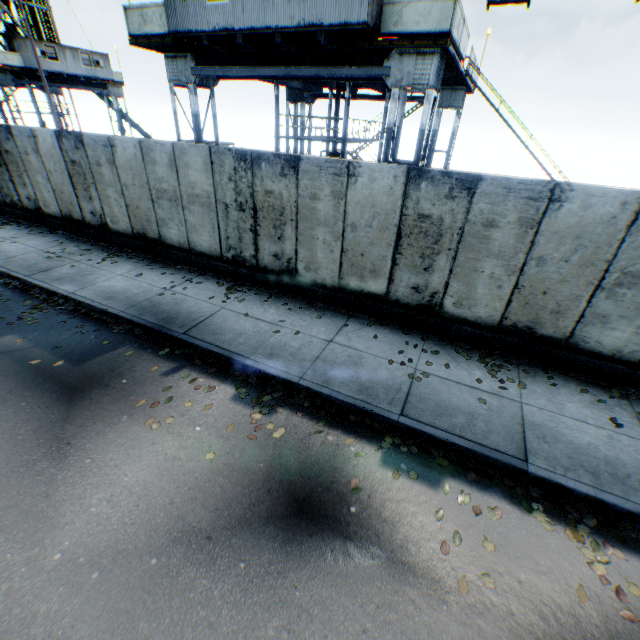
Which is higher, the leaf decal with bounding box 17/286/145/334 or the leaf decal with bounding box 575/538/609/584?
the leaf decal with bounding box 17/286/145/334

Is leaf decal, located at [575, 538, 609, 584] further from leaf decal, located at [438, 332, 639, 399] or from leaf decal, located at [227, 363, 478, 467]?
leaf decal, located at [438, 332, 639, 399]

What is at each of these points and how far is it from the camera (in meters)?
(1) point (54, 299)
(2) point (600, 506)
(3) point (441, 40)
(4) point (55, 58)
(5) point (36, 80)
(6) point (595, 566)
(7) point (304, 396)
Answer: (1) leaf decal, 8.27
(2) leaf decal, 4.32
(3) landrig, 8.76
(4) landrig, 24.75
(5) landrig, 26.53
(6) leaf decal, 3.77
(7) leaf decal, 5.82

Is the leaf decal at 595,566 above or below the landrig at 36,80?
below

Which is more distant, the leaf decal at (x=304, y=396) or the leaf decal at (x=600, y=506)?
the leaf decal at (x=304, y=396)

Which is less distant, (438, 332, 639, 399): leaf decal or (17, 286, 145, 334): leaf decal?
(438, 332, 639, 399): leaf decal

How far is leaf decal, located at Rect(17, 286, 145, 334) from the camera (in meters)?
7.32

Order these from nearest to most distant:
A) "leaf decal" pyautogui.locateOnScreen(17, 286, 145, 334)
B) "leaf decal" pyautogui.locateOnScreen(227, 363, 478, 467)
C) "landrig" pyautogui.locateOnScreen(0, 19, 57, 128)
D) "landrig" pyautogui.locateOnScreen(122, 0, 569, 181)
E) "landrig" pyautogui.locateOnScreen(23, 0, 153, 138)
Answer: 1. "leaf decal" pyautogui.locateOnScreen(227, 363, 478, 467)
2. "leaf decal" pyautogui.locateOnScreen(17, 286, 145, 334)
3. "landrig" pyautogui.locateOnScreen(122, 0, 569, 181)
4. "landrig" pyautogui.locateOnScreen(0, 19, 57, 128)
5. "landrig" pyautogui.locateOnScreen(23, 0, 153, 138)
